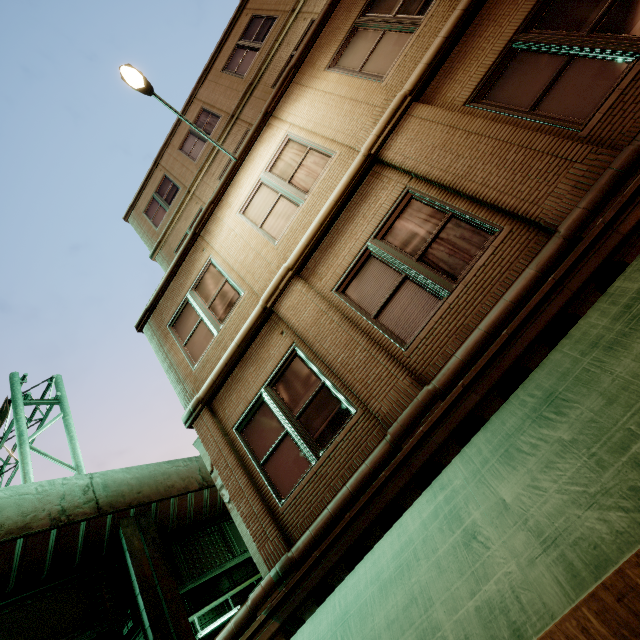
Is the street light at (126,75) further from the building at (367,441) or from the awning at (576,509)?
the awning at (576,509)

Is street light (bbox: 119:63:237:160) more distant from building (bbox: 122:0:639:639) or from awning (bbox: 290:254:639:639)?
awning (bbox: 290:254:639:639)

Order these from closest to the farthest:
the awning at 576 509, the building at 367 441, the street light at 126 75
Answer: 1. the awning at 576 509
2. the building at 367 441
3. the street light at 126 75

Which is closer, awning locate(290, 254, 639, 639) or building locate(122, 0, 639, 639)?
awning locate(290, 254, 639, 639)

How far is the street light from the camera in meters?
6.2 m

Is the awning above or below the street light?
below

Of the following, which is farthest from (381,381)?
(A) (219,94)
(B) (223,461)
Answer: (A) (219,94)
